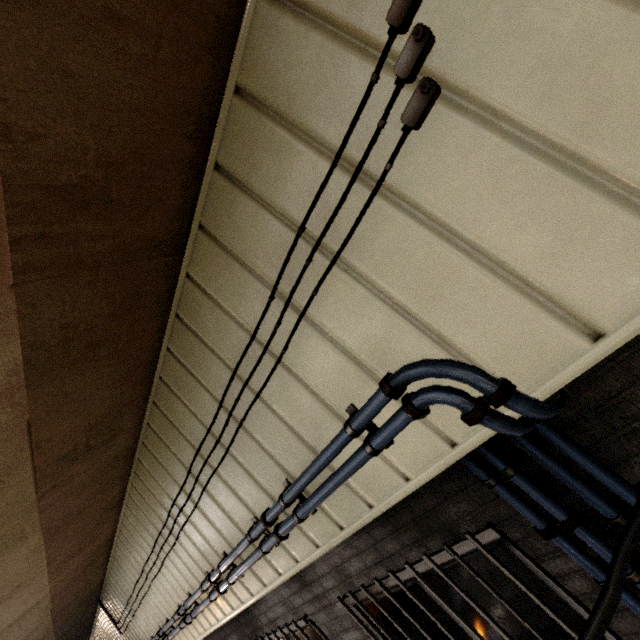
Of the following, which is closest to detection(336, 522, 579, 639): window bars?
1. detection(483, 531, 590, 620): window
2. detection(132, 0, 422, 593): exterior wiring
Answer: detection(483, 531, 590, 620): window

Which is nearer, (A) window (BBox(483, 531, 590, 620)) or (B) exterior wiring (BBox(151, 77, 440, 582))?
(B) exterior wiring (BBox(151, 77, 440, 582))

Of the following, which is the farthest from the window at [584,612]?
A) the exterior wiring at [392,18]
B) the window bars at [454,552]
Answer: the exterior wiring at [392,18]

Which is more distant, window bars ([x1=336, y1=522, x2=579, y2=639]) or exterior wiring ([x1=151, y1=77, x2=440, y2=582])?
window bars ([x1=336, y1=522, x2=579, y2=639])

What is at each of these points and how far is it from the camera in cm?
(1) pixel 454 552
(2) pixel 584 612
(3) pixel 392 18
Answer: (1) window bars, 195
(2) window, 172
(3) exterior wiring, 98

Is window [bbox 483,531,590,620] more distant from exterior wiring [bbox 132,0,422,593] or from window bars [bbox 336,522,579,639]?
exterior wiring [bbox 132,0,422,593]
